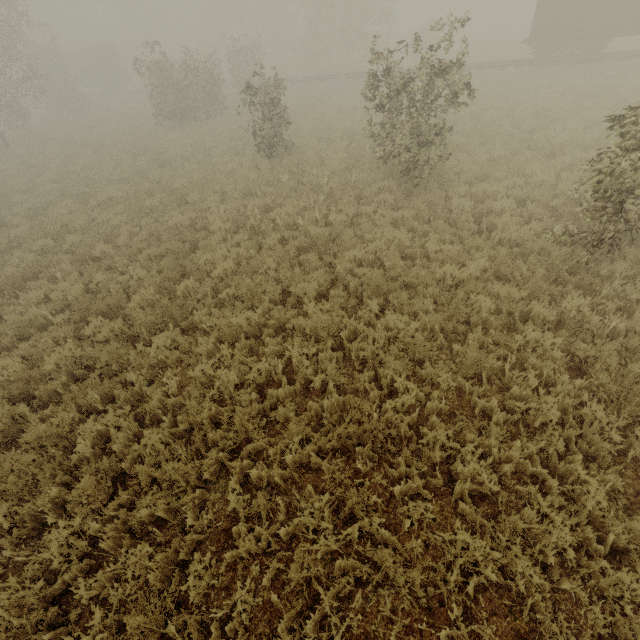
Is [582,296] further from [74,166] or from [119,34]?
[119,34]

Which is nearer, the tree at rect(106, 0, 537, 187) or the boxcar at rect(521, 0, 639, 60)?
the tree at rect(106, 0, 537, 187)

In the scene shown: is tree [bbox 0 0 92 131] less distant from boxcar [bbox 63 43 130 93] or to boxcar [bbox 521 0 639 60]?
boxcar [bbox 521 0 639 60]

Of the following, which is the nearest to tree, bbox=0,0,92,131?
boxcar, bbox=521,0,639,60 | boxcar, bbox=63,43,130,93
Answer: boxcar, bbox=521,0,639,60

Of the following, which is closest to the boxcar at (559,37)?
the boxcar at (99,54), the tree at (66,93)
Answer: the tree at (66,93)

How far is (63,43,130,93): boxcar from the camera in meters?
39.5
